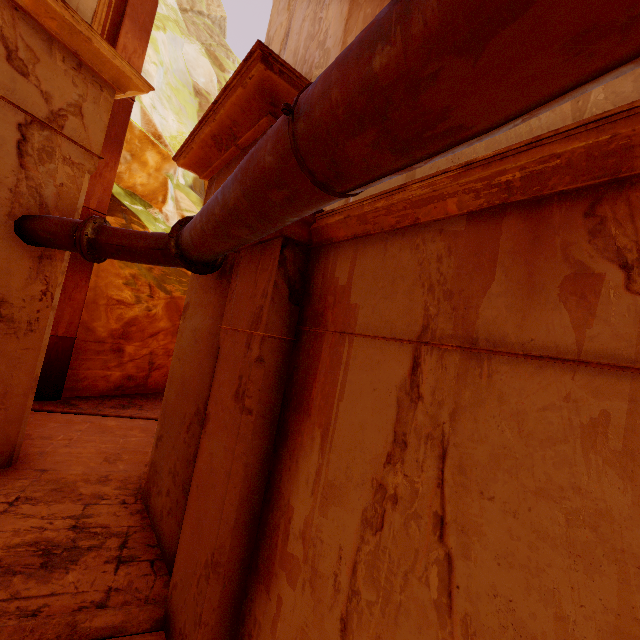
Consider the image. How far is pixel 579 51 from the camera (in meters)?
0.70

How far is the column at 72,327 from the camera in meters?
9.2

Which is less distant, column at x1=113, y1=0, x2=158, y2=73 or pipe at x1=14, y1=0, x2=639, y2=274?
pipe at x1=14, y1=0, x2=639, y2=274

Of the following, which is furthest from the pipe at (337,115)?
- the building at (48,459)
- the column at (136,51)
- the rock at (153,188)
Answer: the rock at (153,188)

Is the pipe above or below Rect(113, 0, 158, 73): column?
below

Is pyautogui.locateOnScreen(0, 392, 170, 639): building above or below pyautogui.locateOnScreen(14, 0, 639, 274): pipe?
below

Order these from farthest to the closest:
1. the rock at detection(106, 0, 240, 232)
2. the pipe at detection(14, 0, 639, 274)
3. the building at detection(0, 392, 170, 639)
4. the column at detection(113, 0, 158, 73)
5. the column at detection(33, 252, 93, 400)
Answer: the rock at detection(106, 0, 240, 232) < the column at detection(113, 0, 158, 73) < the column at detection(33, 252, 93, 400) < the building at detection(0, 392, 170, 639) < the pipe at detection(14, 0, 639, 274)

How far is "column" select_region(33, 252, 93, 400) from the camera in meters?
9.2 m
